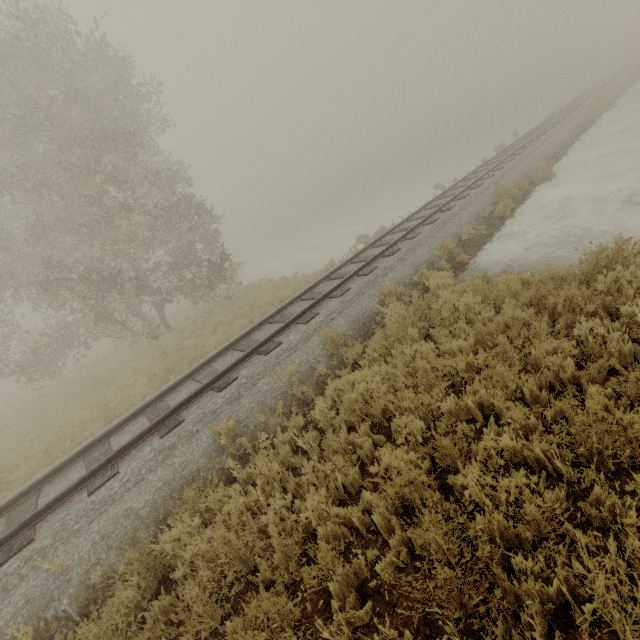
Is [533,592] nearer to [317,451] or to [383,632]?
[383,632]
